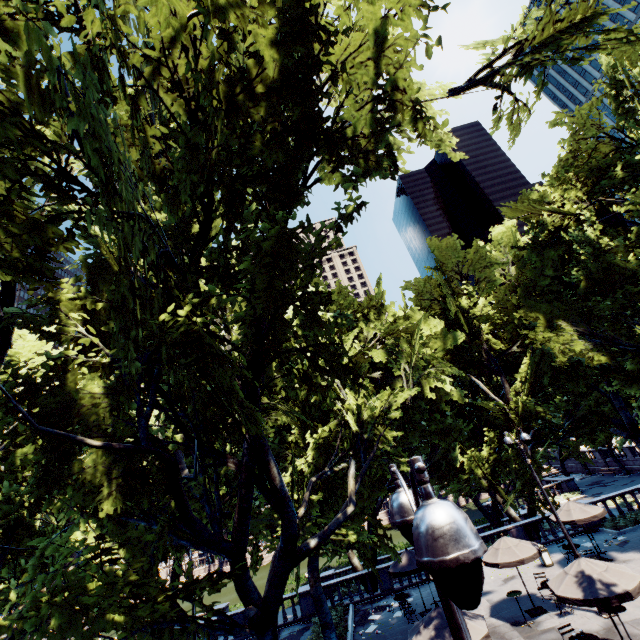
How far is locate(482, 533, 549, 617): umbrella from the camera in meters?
14.7 m

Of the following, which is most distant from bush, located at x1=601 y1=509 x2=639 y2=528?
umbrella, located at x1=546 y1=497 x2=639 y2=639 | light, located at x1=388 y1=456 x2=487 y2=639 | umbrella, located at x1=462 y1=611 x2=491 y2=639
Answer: light, located at x1=388 y1=456 x2=487 y2=639

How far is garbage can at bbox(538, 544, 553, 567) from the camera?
18.9m

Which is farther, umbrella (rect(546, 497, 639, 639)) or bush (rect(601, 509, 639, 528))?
bush (rect(601, 509, 639, 528))

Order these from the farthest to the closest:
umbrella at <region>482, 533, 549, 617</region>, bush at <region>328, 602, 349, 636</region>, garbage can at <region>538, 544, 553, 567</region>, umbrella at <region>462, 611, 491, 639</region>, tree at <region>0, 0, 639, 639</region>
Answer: garbage can at <region>538, 544, 553, 567</region>, bush at <region>328, 602, 349, 636</region>, umbrella at <region>482, 533, 549, 617</region>, umbrella at <region>462, 611, 491, 639</region>, tree at <region>0, 0, 639, 639</region>

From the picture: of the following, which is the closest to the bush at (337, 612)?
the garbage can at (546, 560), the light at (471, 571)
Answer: the garbage can at (546, 560)

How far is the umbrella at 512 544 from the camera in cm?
1467

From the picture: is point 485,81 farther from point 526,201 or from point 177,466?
point 526,201
